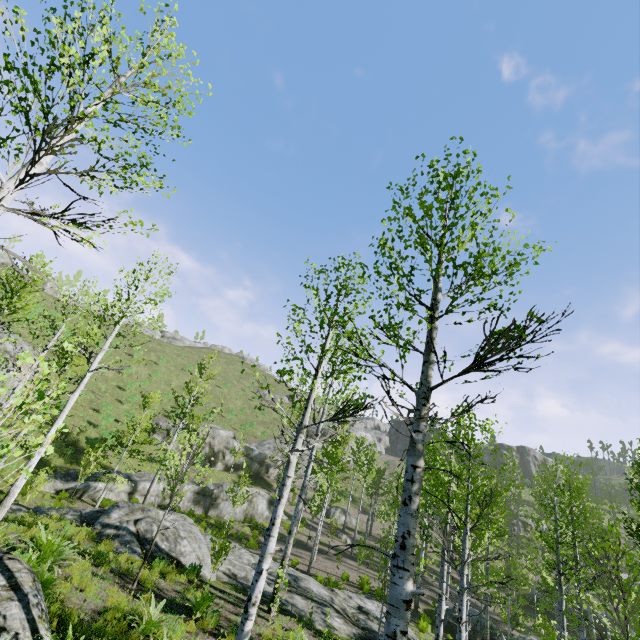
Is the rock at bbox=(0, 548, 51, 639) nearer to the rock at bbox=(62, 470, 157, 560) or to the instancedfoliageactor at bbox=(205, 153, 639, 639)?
the instancedfoliageactor at bbox=(205, 153, 639, 639)

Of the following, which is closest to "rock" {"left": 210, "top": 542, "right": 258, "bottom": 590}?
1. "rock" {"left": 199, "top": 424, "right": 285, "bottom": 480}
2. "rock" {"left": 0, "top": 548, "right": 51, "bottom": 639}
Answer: "rock" {"left": 0, "top": 548, "right": 51, "bottom": 639}

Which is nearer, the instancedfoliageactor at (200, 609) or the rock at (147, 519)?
the instancedfoliageactor at (200, 609)

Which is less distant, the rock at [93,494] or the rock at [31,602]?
the rock at [31,602]

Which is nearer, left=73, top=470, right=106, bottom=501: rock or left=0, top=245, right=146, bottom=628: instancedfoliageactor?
left=0, top=245, right=146, bottom=628: instancedfoliageactor

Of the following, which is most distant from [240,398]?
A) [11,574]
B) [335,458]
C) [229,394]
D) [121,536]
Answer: [11,574]

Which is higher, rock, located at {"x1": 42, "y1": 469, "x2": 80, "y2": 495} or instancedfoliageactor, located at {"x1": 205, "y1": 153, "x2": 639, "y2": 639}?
→ instancedfoliageactor, located at {"x1": 205, "y1": 153, "x2": 639, "y2": 639}

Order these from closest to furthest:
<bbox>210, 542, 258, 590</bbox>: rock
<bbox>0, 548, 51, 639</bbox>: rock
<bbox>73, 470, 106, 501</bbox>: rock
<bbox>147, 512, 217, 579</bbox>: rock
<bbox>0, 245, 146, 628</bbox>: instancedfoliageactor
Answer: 1. <bbox>0, 245, 146, 628</bbox>: instancedfoliageactor
2. <bbox>0, 548, 51, 639</bbox>: rock
3. <bbox>147, 512, 217, 579</bbox>: rock
4. <bbox>210, 542, 258, 590</bbox>: rock
5. <bbox>73, 470, 106, 501</bbox>: rock
